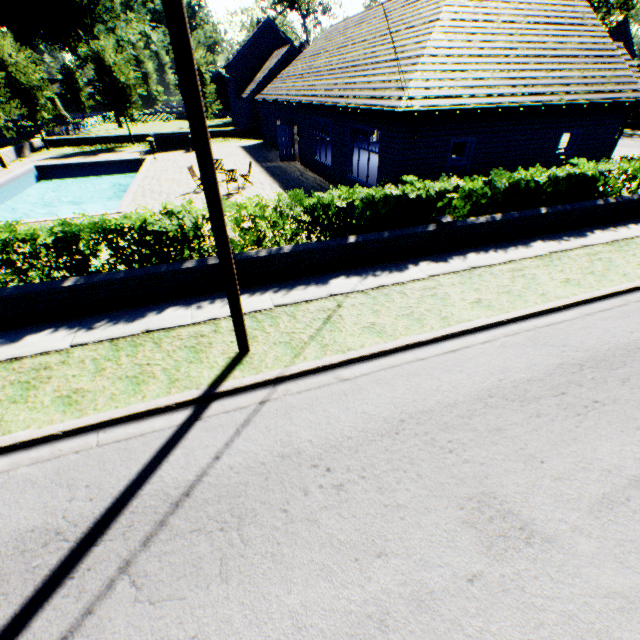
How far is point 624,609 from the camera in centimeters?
301cm

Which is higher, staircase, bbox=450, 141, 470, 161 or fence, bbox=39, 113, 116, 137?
staircase, bbox=450, 141, 470, 161

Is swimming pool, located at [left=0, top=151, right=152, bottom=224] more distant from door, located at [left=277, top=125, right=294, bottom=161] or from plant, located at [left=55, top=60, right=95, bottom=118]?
door, located at [left=277, top=125, right=294, bottom=161]

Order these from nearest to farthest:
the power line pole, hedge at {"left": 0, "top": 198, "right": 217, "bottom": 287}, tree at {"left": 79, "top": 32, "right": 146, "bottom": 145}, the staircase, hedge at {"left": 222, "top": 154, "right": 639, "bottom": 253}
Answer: the power line pole
hedge at {"left": 0, "top": 198, "right": 217, "bottom": 287}
hedge at {"left": 222, "top": 154, "right": 639, "bottom": 253}
the staircase
tree at {"left": 79, "top": 32, "right": 146, "bottom": 145}

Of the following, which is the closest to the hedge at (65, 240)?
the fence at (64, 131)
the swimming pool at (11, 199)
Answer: the swimming pool at (11, 199)

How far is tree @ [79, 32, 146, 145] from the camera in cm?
2623

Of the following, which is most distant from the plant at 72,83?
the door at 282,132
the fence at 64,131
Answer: the door at 282,132

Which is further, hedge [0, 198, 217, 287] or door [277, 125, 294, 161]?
door [277, 125, 294, 161]
